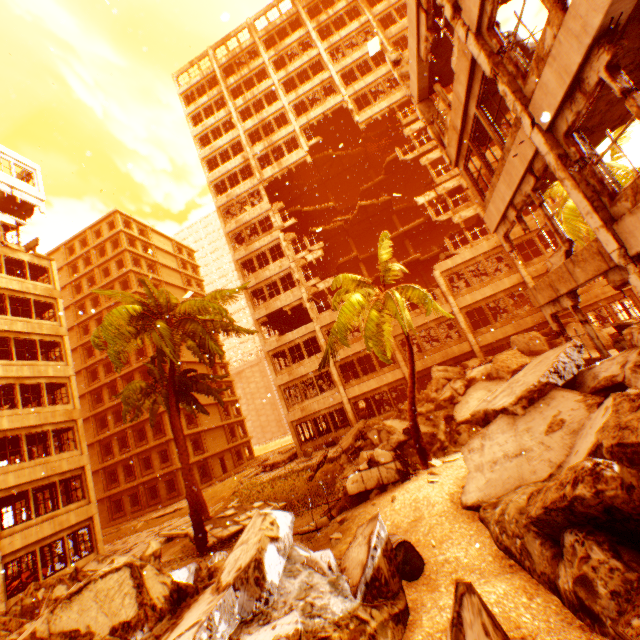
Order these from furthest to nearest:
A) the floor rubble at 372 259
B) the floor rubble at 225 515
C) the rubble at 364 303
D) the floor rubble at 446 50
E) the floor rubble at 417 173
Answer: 1. the floor rubble at 372 259
2. the floor rubble at 417 173
3. the floor rubble at 225 515
4. the rubble at 364 303
5. the floor rubble at 446 50

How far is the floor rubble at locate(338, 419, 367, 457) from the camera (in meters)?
16.56

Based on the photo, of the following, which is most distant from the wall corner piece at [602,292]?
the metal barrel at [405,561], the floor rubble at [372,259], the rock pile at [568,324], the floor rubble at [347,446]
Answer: the metal barrel at [405,561]

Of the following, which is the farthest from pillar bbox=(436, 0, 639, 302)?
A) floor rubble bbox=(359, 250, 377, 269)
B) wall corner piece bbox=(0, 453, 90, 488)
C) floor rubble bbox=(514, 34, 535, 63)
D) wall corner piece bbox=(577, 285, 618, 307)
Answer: wall corner piece bbox=(0, 453, 90, 488)

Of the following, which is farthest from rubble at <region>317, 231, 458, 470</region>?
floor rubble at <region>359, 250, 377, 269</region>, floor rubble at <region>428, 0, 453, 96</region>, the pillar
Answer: floor rubble at <region>359, 250, 377, 269</region>

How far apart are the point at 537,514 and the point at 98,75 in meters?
33.3 m

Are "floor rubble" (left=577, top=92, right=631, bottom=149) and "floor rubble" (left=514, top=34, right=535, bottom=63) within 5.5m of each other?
yes

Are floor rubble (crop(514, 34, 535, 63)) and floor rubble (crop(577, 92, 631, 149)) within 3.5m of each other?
yes
